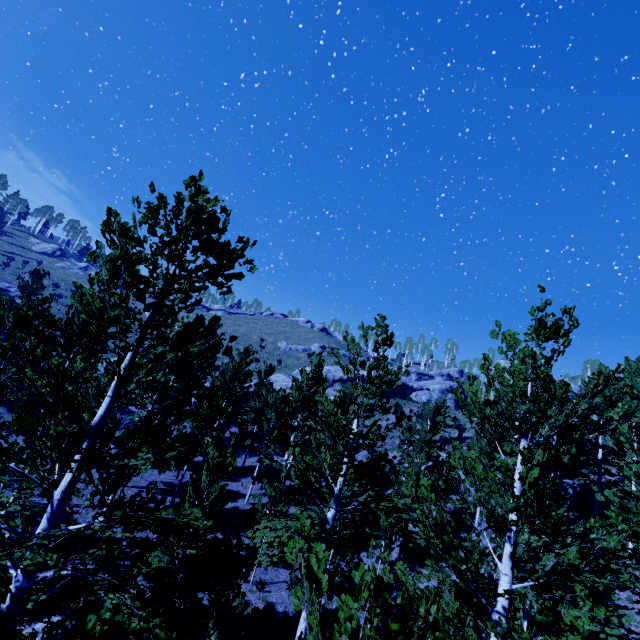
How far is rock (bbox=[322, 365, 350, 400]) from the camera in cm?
4222

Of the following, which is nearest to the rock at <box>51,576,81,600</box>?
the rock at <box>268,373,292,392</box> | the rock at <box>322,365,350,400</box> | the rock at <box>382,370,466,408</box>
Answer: the rock at <box>268,373,292,392</box>

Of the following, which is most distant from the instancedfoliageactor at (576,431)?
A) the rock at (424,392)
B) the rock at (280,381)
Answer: the rock at (424,392)

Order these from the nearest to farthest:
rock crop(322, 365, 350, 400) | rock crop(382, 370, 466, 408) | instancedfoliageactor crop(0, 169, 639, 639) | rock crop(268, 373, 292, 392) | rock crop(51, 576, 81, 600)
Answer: instancedfoliageactor crop(0, 169, 639, 639)
rock crop(51, 576, 81, 600)
rock crop(268, 373, 292, 392)
rock crop(322, 365, 350, 400)
rock crop(382, 370, 466, 408)

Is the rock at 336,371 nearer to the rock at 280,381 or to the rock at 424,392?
the rock at 280,381

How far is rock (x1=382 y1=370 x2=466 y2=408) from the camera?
50.0m

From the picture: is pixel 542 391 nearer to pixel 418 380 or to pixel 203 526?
pixel 203 526

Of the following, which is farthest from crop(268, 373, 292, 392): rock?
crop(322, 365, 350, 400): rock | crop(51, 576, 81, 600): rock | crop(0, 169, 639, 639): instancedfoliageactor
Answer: crop(51, 576, 81, 600): rock
